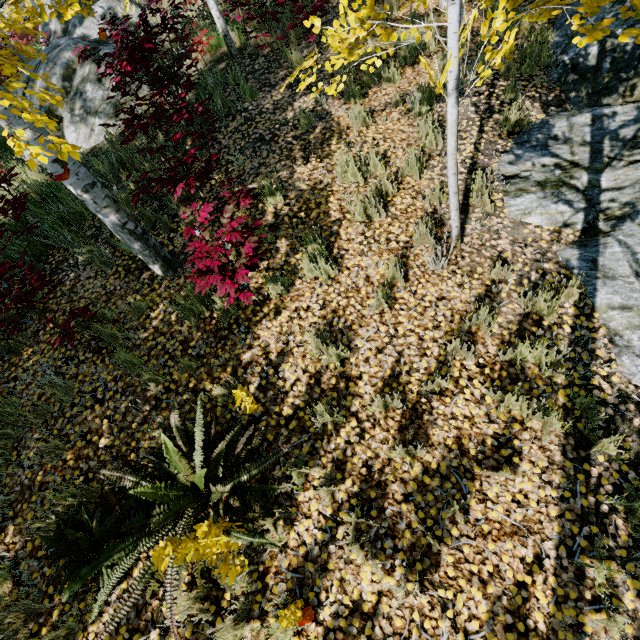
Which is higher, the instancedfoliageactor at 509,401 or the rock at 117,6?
the rock at 117,6

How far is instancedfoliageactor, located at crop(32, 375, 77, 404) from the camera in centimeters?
357cm

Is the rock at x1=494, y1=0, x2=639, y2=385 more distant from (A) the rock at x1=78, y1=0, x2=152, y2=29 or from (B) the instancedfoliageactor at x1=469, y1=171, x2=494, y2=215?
(A) the rock at x1=78, y1=0, x2=152, y2=29

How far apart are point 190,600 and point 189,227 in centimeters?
317cm

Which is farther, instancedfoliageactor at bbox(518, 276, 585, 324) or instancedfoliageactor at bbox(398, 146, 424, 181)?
instancedfoliageactor at bbox(398, 146, 424, 181)

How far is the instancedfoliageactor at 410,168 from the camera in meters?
4.3 m
